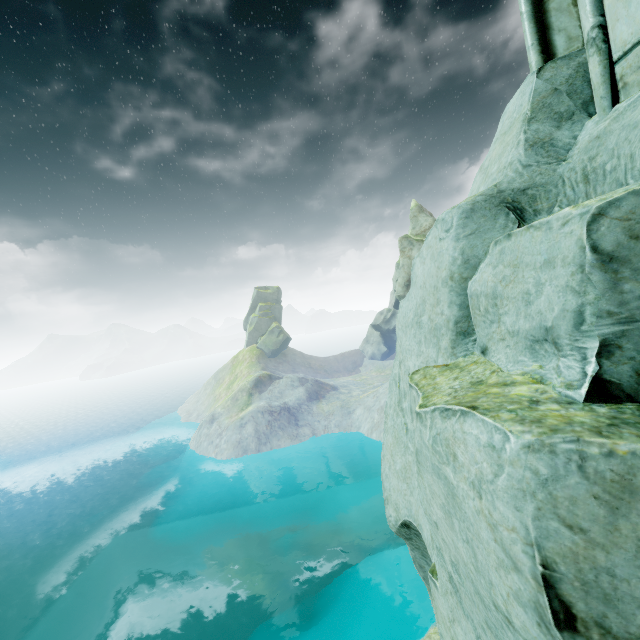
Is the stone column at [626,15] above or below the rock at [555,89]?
above

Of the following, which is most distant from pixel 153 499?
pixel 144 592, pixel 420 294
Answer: pixel 420 294

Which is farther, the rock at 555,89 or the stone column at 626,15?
the stone column at 626,15

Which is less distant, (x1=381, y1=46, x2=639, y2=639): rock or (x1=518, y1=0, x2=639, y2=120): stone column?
(x1=381, y1=46, x2=639, y2=639): rock

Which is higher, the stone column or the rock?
the stone column
